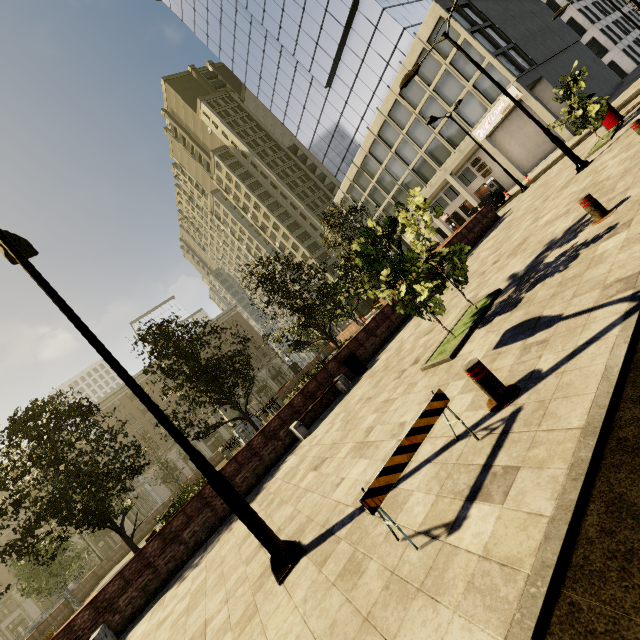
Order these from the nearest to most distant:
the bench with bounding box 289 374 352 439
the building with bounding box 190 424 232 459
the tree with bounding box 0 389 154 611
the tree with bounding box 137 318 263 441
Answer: the tree with bounding box 0 389 154 611
the bench with bounding box 289 374 352 439
the tree with bounding box 137 318 263 441
the building with bounding box 190 424 232 459

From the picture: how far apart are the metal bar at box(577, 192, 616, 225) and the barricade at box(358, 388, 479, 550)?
5.40m

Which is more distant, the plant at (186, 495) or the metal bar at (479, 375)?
the plant at (186, 495)

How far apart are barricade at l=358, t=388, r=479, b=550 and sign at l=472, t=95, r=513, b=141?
35.34m

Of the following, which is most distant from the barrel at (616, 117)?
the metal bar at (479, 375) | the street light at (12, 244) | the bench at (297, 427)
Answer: the street light at (12, 244)

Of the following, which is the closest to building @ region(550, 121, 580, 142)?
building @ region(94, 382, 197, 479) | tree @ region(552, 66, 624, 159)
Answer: building @ region(94, 382, 197, 479)

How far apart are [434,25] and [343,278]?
25.4 meters

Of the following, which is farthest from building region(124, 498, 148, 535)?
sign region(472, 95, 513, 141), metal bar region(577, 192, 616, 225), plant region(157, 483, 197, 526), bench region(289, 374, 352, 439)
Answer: sign region(472, 95, 513, 141)
